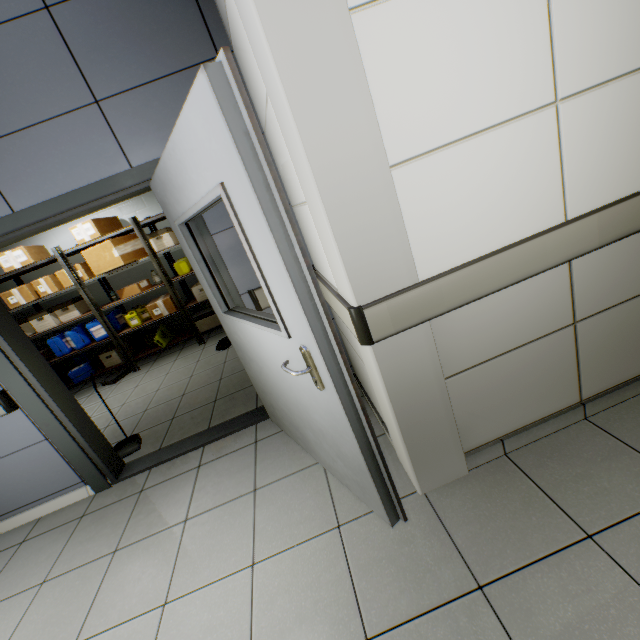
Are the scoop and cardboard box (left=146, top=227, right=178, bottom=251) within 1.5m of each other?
no

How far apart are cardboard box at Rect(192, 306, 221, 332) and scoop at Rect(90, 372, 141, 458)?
2.27m

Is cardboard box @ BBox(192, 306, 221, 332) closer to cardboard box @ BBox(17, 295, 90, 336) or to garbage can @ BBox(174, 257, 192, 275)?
garbage can @ BBox(174, 257, 192, 275)

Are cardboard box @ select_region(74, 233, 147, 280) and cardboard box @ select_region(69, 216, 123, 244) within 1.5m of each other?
yes

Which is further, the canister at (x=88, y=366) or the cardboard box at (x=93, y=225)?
the canister at (x=88, y=366)

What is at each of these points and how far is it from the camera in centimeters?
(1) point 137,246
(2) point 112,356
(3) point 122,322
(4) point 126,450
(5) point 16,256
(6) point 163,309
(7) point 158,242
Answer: (1) cardboard box, 523cm
(2) cardboard box, 557cm
(3) canister, 575cm
(4) scoop, 327cm
(5) cardboard box, 477cm
(6) cardboard box, 539cm
(7) cardboard box, 517cm

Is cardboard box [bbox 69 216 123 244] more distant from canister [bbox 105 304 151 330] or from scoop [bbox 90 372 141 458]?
scoop [bbox 90 372 141 458]

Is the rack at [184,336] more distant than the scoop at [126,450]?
Yes
